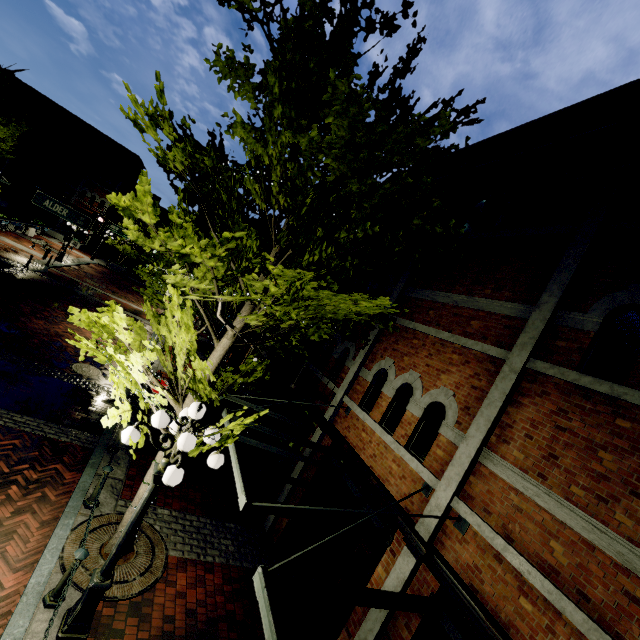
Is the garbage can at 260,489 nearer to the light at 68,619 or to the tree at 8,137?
the tree at 8,137

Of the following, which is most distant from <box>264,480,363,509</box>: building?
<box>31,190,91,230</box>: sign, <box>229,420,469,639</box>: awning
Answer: <box>31,190,91,230</box>: sign

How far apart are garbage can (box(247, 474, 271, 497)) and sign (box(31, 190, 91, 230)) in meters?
10.4

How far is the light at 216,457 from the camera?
4.81m

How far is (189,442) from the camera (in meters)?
4.23

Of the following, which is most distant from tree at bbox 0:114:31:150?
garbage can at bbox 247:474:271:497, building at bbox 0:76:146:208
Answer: building at bbox 0:76:146:208

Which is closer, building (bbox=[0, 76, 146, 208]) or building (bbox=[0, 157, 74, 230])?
building (bbox=[0, 157, 74, 230])

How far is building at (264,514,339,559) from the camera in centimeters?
758cm
